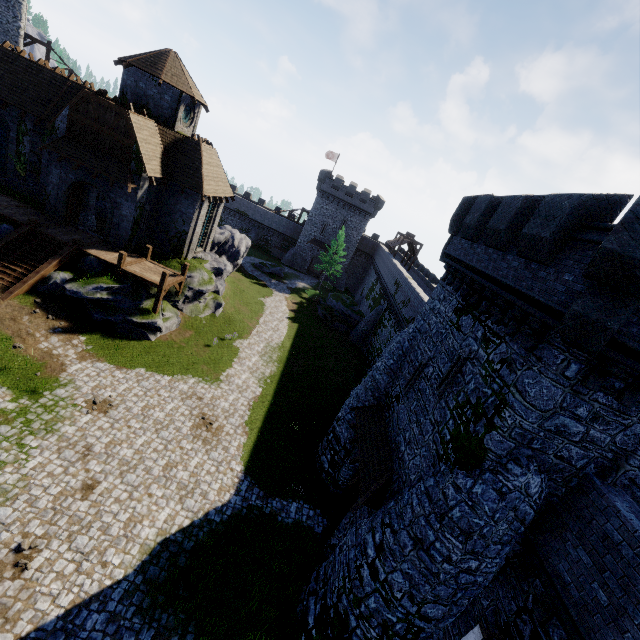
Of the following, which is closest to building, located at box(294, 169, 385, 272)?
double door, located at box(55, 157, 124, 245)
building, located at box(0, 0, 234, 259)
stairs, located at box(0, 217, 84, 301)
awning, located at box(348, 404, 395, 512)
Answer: building, located at box(0, 0, 234, 259)

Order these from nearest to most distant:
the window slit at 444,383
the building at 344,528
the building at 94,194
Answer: the window slit at 444,383 → the building at 344,528 → the building at 94,194

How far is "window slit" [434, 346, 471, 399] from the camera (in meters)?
11.26

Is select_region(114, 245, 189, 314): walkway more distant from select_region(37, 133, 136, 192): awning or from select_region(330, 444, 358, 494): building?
select_region(330, 444, 358, 494): building

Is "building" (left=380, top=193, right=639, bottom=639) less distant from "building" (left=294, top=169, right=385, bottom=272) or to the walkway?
the walkway

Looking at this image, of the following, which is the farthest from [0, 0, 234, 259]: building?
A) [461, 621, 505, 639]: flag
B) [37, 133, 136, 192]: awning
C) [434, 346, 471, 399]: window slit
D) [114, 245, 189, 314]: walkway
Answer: [461, 621, 505, 639]: flag

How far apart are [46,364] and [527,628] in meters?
22.7 m

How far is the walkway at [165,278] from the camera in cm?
2145
